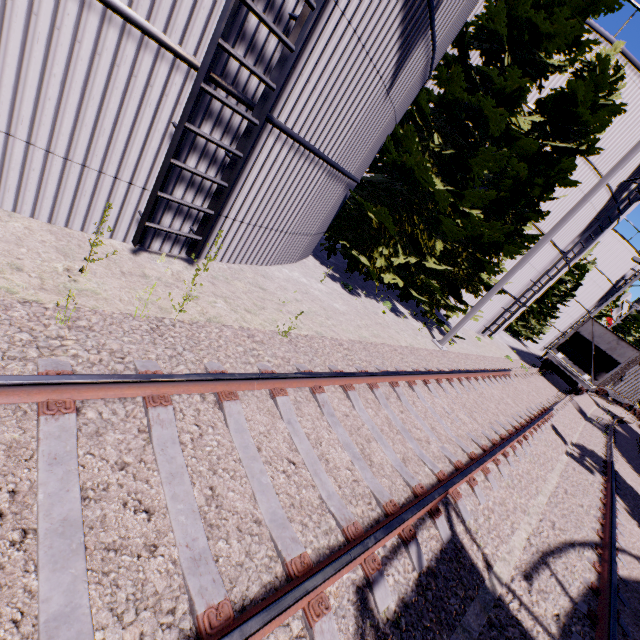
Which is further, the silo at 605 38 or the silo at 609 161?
the silo at 609 161

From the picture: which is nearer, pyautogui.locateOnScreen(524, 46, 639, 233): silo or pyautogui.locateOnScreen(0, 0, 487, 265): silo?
pyautogui.locateOnScreen(0, 0, 487, 265): silo

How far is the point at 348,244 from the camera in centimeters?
1016cm

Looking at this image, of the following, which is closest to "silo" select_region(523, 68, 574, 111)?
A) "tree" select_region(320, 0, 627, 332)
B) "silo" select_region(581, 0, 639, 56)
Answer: "silo" select_region(581, 0, 639, 56)

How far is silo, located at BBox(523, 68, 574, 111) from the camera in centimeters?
1284cm

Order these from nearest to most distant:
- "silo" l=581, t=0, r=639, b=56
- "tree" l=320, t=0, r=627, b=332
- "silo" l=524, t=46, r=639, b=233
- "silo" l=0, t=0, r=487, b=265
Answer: "silo" l=0, t=0, r=487, b=265 < "tree" l=320, t=0, r=627, b=332 < "silo" l=581, t=0, r=639, b=56 < "silo" l=524, t=46, r=639, b=233

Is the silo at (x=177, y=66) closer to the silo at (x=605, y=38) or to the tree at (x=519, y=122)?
the tree at (x=519, y=122)

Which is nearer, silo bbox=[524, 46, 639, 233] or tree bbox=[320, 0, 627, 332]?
tree bbox=[320, 0, 627, 332]
